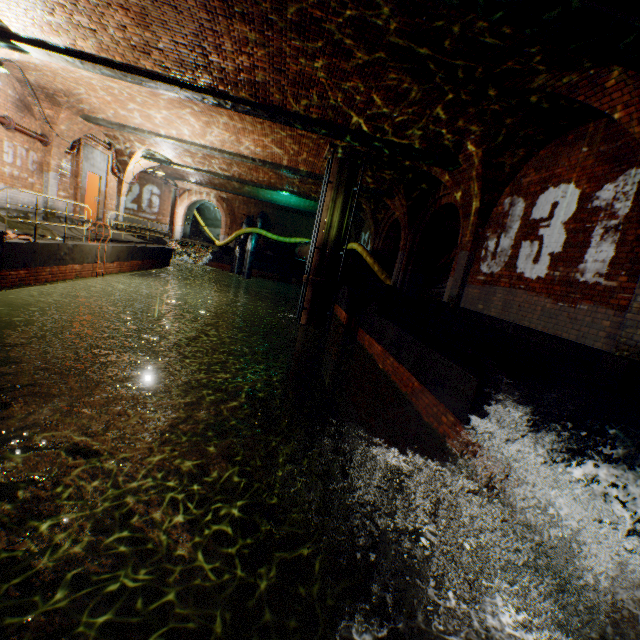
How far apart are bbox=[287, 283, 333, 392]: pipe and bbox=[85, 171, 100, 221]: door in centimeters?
1090cm

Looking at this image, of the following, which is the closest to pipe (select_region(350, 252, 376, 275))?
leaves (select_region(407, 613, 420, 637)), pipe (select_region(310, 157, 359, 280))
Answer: pipe (select_region(310, 157, 359, 280))

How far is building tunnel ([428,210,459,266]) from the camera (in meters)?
16.87

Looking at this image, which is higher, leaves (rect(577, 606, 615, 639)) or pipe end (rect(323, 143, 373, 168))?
pipe end (rect(323, 143, 373, 168))

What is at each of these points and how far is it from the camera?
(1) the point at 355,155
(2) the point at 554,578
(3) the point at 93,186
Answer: (1) pipe end, 10.4m
(2) leaves, 2.9m
(3) door, 14.6m

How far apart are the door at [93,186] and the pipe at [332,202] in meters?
10.9

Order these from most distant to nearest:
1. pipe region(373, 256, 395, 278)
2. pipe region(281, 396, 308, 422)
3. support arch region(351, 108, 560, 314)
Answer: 1. pipe region(373, 256, 395, 278)
2. pipe region(281, 396, 308, 422)
3. support arch region(351, 108, 560, 314)

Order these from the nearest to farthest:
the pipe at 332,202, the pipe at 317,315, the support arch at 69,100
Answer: the support arch at 69,100 < the pipe at 332,202 < the pipe at 317,315
